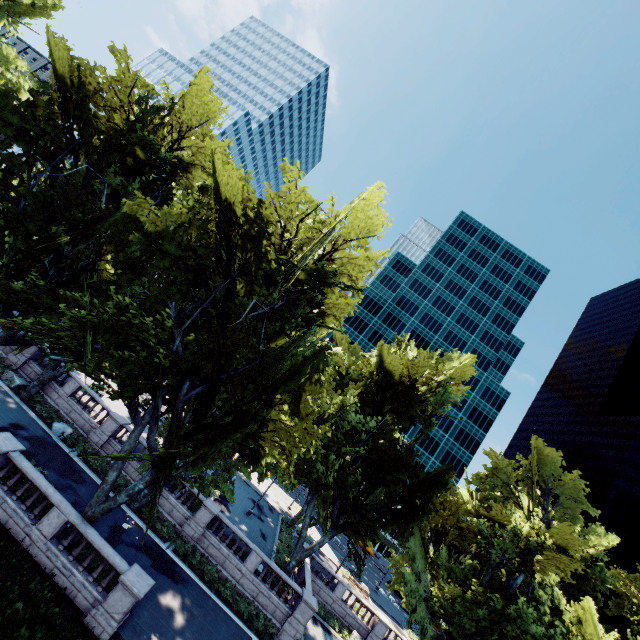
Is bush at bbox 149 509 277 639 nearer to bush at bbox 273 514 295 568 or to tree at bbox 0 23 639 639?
tree at bbox 0 23 639 639

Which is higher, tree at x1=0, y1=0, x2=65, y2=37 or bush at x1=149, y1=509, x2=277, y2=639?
tree at x1=0, y1=0, x2=65, y2=37

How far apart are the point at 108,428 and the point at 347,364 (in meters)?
23.46

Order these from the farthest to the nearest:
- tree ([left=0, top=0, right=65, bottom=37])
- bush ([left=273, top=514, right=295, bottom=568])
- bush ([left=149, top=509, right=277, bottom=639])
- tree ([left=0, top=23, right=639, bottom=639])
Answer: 1. bush ([left=273, top=514, right=295, bottom=568])
2. bush ([left=149, top=509, right=277, bottom=639])
3. tree ([left=0, top=23, right=639, bottom=639])
4. tree ([left=0, top=0, right=65, bottom=37])

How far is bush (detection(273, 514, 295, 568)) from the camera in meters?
29.4

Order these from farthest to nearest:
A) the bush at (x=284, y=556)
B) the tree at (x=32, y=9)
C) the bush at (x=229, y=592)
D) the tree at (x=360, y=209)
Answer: the bush at (x=284, y=556)
the bush at (x=229, y=592)
the tree at (x=360, y=209)
the tree at (x=32, y=9)

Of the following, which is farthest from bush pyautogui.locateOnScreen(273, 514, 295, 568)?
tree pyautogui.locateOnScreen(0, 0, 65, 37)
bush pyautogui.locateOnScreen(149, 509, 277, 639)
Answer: bush pyautogui.locateOnScreen(149, 509, 277, 639)

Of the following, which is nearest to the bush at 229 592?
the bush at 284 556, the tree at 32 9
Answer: the tree at 32 9
